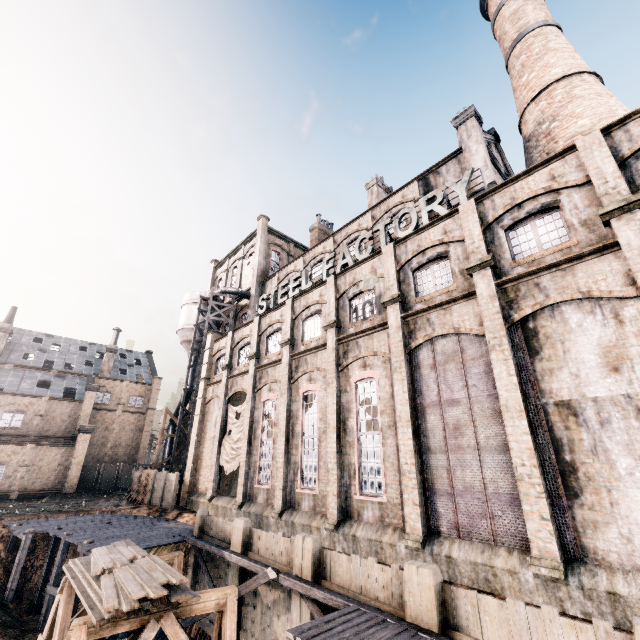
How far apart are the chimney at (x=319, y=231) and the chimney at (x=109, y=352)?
35.08m

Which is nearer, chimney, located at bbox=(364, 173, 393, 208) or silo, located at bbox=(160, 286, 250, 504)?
chimney, located at bbox=(364, 173, 393, 208)

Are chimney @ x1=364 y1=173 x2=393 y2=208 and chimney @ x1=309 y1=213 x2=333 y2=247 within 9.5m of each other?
yes

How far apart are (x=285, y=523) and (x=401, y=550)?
7.63m

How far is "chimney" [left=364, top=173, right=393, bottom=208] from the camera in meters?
31.4

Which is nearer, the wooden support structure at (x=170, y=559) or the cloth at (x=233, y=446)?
the wooden support structure at (x=170, y=559)

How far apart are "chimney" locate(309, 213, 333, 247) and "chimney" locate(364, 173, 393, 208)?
7.54m

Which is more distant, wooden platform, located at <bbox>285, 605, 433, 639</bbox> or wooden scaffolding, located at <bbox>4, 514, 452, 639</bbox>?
wooden scaffolding, located at <bbox>4, 514, 452, 639</bbox>
